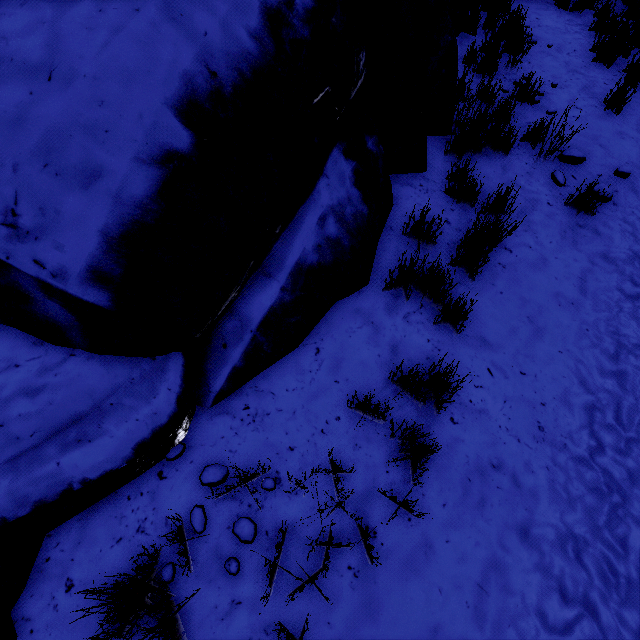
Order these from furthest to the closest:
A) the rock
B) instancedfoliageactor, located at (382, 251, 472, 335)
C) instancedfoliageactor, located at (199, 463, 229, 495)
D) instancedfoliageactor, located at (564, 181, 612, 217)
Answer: instancedfoliageactor, located at (564, 181, 612, 217)
instancedfoliageactor, located at (382, 251, 472, 335)
instancedfoliageactor, located at (199, 463, 229, 495)
the rock

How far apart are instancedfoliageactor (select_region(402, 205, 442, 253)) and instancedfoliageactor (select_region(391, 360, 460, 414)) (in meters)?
1.35

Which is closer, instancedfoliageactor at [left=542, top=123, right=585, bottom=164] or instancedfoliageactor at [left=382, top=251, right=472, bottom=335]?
instancedfoliageactor at [left=382, top=251, right=472, bottom=335]

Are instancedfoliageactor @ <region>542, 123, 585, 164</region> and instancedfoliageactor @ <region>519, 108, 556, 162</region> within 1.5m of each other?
yes

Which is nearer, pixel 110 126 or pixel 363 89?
pixel 110 126

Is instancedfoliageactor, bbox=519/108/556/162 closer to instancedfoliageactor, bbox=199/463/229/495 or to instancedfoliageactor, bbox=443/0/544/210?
instancedfoliageactor, bbox=443/0/544/210

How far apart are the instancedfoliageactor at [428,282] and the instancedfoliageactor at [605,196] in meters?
1.6

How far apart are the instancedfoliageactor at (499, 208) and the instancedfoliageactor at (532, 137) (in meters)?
1.15
